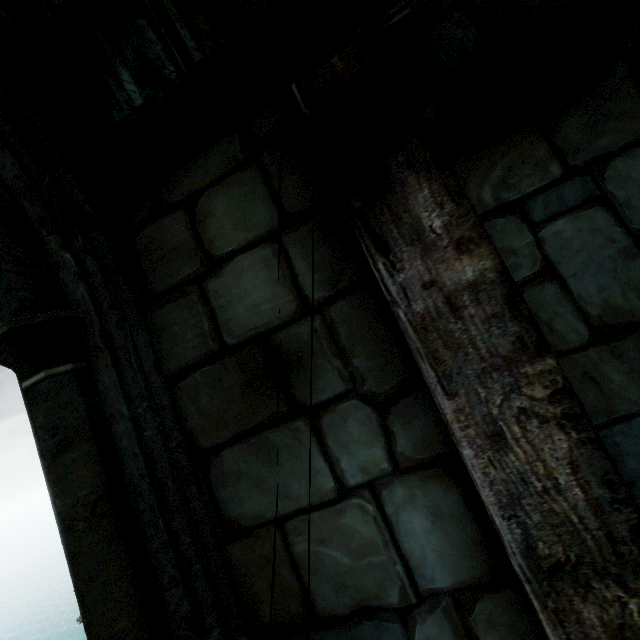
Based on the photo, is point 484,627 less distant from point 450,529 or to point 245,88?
point 450,529
